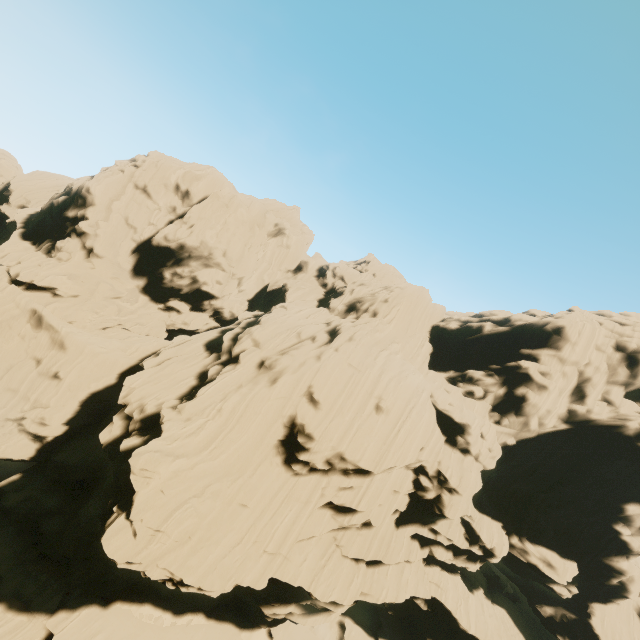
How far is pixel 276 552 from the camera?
24.3 meters
